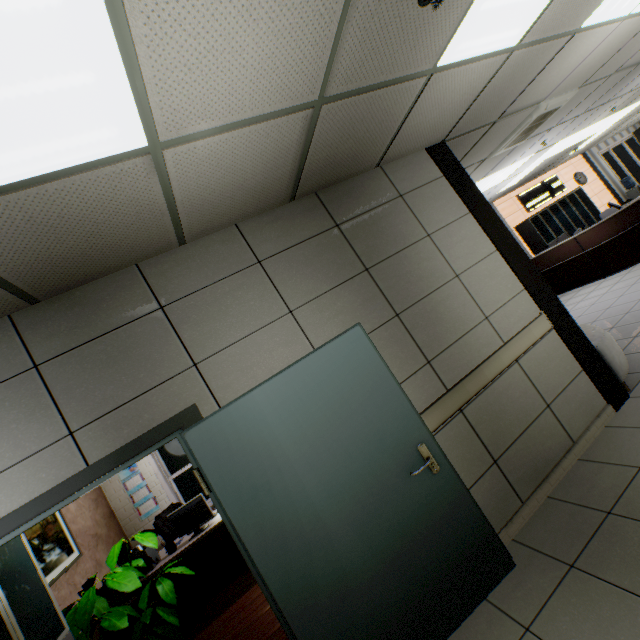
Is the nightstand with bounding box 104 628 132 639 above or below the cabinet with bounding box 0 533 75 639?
below

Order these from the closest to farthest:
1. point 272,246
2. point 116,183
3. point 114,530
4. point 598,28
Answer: point 116,183
point 272,246
point 598,28
point 114,530

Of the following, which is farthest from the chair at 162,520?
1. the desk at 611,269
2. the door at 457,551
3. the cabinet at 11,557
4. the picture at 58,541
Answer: the desk at 611,269

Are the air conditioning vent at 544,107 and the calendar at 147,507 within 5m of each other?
no

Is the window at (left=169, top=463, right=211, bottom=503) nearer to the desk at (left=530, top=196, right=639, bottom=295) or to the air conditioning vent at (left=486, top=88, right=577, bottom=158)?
the air conditioning vent at (left=486, top=88, right=577, bottom=158)

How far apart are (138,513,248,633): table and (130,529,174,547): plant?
0.6 meters

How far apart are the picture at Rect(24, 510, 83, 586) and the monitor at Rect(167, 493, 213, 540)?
1.25m

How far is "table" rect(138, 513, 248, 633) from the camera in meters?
4.0
